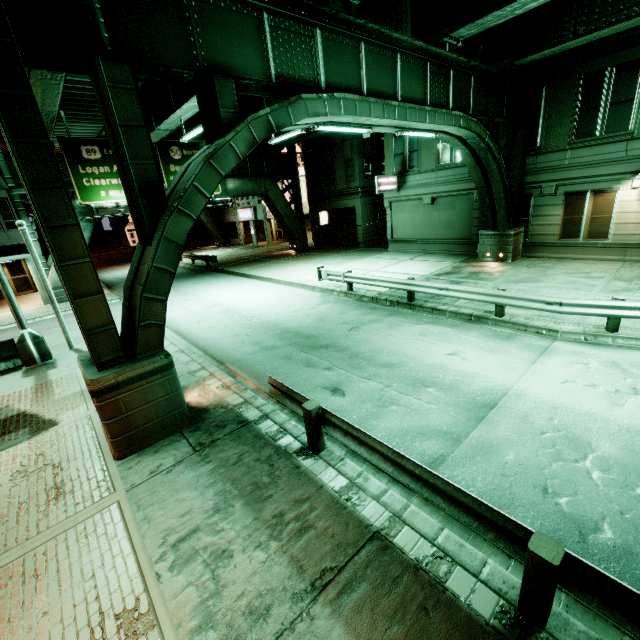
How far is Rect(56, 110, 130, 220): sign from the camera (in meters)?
19.11

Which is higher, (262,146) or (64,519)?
(262,146)

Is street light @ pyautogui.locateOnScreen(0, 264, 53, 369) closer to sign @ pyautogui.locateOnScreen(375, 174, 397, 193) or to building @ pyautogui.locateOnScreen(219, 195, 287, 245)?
sign @ pyautogui.locateOnScreen(375, 174, 397, 193)

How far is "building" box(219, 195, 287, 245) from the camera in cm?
3781

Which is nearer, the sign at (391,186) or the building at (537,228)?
the building at (537,228)

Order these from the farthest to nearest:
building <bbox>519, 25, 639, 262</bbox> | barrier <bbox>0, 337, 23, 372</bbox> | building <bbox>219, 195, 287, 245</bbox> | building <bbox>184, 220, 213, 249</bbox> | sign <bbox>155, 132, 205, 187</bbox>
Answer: building <bbox>184, 220, 213, 249</bbox>
building <bbox>219, 195, 287, 245</bbox>
sign <bbox>155, 132, 205, 187</bbox>
building <bbox>519, 25, 639, 262</bbox>
barrier <bbox>0, 337, 23, 372</bbox>

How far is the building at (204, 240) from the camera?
46.0 meters

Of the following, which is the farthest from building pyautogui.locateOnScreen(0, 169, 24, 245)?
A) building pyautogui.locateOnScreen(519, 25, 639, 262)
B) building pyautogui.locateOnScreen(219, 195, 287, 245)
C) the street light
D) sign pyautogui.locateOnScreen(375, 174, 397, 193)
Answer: building pyautogui.locateOnScreen(519, 25, 639, 262)
